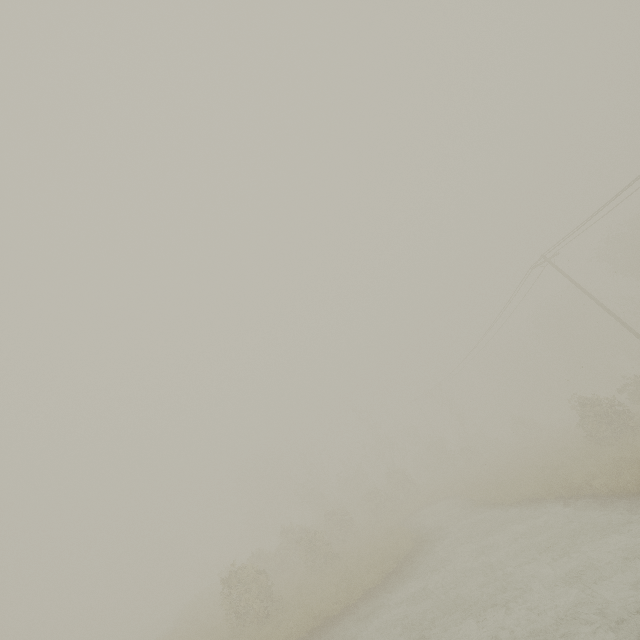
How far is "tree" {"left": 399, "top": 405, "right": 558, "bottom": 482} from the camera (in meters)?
37.72

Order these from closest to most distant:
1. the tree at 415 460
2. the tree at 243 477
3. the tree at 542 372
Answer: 1. the tree at 243 477
2. the tree at 542 372
3. the tree at 415 460

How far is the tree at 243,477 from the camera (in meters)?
15.68

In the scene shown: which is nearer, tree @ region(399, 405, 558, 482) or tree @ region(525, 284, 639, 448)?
tree @ region(525, 284, 639, 448)

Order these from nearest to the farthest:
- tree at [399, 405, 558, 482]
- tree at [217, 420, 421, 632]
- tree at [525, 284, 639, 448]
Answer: tree at [217, 420, 421, 632]
tree at [525, 284, 639, 448]
tree at [399, 405, 558, 482]

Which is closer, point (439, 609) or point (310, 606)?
point (439, 609)
